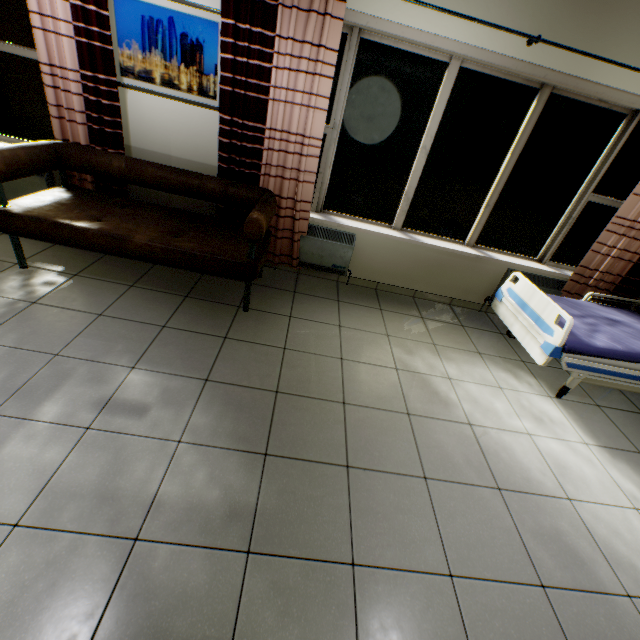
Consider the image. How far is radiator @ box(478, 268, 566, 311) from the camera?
3.9 meters

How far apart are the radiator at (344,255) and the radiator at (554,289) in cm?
191

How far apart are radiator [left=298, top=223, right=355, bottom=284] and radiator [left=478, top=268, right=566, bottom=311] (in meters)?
1.91

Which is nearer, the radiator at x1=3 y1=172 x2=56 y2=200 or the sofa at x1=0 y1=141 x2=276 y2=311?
the sofa at x1=0 y1=141 x2=276 y2=311

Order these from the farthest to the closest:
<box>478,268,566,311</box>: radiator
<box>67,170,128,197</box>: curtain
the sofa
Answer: <box>478,268,566,311</box>: radiator
<box>67,170,128,197</box>: curtain
the sofa

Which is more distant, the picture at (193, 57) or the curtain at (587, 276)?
the curtain at (587, 276)

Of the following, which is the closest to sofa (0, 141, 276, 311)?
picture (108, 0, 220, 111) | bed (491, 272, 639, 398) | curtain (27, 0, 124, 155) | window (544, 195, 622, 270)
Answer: curtain (27, 0, 124, 155)

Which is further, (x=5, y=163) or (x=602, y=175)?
(x=602, y=175)
